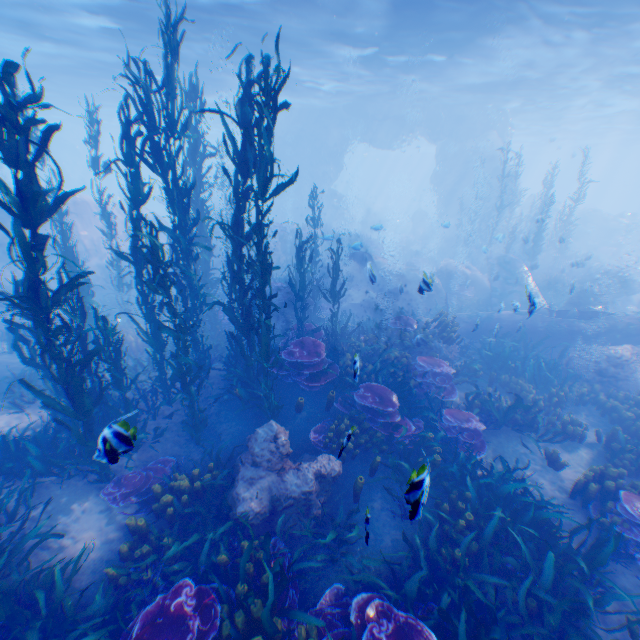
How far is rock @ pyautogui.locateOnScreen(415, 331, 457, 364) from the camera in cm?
1112

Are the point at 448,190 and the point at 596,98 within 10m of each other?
no

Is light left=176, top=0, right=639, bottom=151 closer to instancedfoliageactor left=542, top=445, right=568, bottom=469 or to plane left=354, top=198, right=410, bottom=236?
plane left=354, top=198, right=410, bottom=236

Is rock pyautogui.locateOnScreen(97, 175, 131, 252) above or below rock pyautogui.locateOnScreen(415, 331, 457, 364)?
above

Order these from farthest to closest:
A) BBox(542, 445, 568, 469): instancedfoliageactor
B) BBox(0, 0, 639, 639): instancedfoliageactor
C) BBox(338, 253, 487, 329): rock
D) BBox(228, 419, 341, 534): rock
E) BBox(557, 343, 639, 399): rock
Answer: BBox(338, 253, 487, 329): rock < BBox(557, 343, 639, 399): rock < BBox(542, 445, 568, 469): instancedfoliageactor < BBox(228, 419, 341, 534): rock < BBox(0, 0, 639, 639): instancedfoliageactor

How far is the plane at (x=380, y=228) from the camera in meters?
14.7 m

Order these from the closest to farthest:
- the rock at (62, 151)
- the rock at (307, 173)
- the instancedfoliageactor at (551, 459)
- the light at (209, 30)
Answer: the instancedfoliageactor at (551, 459)
the light at (209, 30)
the rock at (62, 151)
the rock at (307, 173)

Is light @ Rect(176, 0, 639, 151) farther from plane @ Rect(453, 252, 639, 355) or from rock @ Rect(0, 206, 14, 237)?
plane @ Rect(453, 252, 639, 355)
